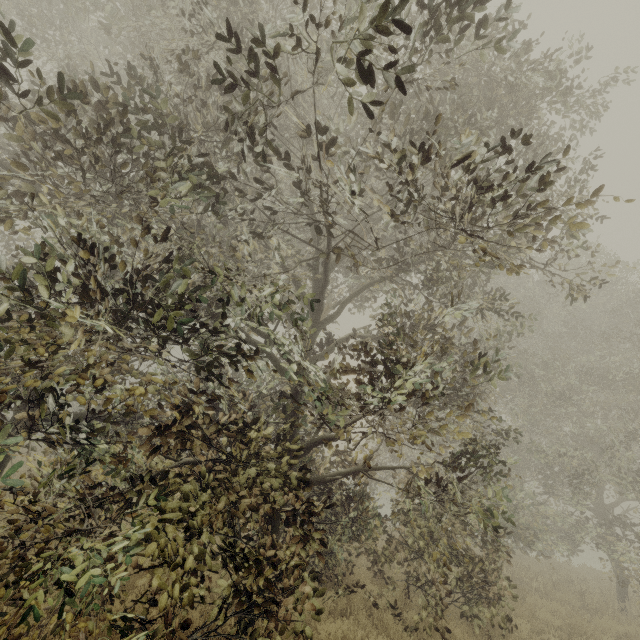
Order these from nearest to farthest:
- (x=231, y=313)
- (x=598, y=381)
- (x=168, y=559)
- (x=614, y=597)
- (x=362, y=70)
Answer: (x=362, y=70)
(x=168, y=559)
(x=231, y=313)
(x=614, y=597)
(x=598, y=381)
